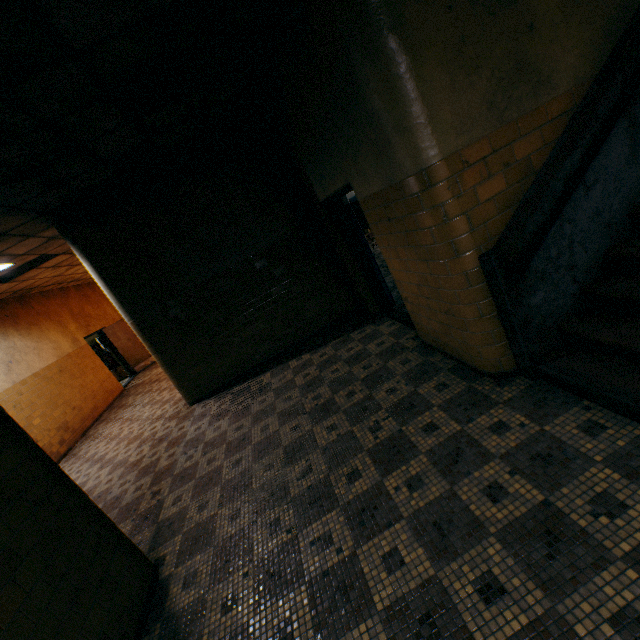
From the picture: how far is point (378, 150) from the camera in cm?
268

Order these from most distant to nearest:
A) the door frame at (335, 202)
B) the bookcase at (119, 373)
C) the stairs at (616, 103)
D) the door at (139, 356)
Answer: the bookcase at (119, 373), the door at (139, 356), the door frame at (335, 202), the stairs at (616, 103)

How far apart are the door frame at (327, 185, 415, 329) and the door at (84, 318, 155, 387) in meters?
10.0 m

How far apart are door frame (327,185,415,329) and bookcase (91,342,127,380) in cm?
1182

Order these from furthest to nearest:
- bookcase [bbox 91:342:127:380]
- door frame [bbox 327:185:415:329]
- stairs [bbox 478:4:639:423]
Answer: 1. bookcase [bbox 91:342:127:380]
2. door frame [bbox 327:185:415:329]
3. stairs [bbox 478:4:639:423]

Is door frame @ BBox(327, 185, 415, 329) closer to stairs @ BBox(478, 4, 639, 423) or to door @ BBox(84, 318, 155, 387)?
stairs @ BBox(478, 4, 639, 423)

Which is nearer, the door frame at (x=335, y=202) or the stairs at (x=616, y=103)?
the stairs at (x=616, y=103)

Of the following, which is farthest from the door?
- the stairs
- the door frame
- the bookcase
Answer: the stairs
